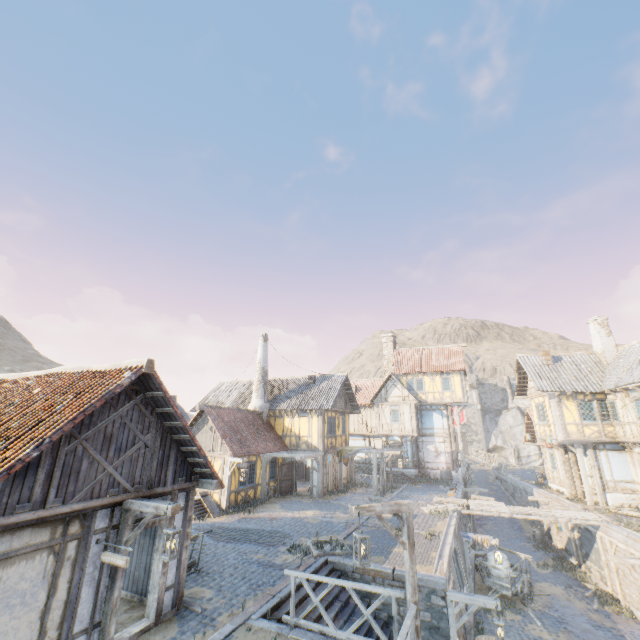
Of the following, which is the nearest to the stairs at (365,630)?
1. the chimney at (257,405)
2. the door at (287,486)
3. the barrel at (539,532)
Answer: the door at (287,486)

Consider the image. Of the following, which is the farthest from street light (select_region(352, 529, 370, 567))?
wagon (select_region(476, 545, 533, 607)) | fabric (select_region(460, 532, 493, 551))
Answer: wagon (select_region(476, 545, 533, 607))

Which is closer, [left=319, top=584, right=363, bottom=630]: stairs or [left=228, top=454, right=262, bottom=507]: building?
[left=319, top=584, right=363, bottom=630]: stairs

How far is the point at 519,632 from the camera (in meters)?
13.12

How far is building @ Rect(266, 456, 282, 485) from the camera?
21.94m

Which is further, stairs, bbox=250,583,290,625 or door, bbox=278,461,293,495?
door, bbox=278,461,293,495

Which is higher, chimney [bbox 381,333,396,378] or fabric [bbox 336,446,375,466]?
chimney [bbox 381,333,396,378]

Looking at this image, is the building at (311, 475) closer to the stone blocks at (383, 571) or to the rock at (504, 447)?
the stone blocks at (383, 571)
